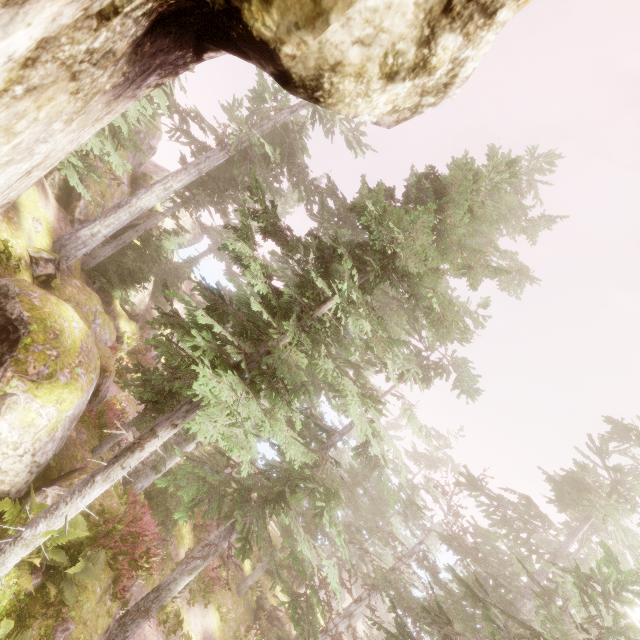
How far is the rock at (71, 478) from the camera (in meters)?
8.13

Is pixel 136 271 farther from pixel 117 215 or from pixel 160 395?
pixel 160 395

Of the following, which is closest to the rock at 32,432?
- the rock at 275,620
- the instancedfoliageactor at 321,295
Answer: the instancedfoliageactor at 321,295

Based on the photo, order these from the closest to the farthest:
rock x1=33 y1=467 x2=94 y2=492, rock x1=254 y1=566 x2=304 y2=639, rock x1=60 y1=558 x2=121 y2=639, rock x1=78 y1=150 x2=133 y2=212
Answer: rock x1=60 y1=558 x2=121 y2=639, rock x1=33 y1=467 x2=94 y2=492, rock x1=78 y1=150 x2=133 y2=212, rock x1=254 y1=566 x2=304 y2=639

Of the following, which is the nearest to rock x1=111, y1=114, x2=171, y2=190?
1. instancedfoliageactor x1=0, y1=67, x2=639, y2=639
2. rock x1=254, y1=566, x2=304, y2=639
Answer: instancedfoliageactor x1=0, y1=67, x2=639, y2=639

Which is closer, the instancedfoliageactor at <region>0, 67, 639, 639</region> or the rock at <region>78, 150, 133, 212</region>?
the instancedfoliageactor at <region>0, 67, 639, 639</region>
